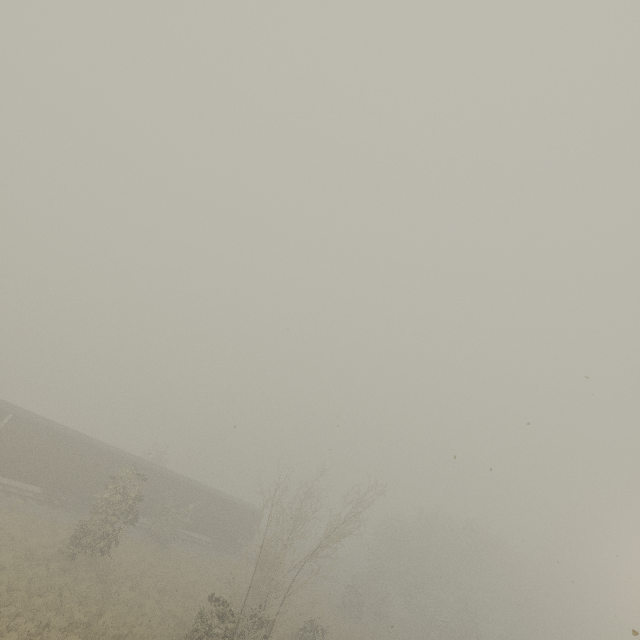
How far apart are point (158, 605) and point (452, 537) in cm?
3824
